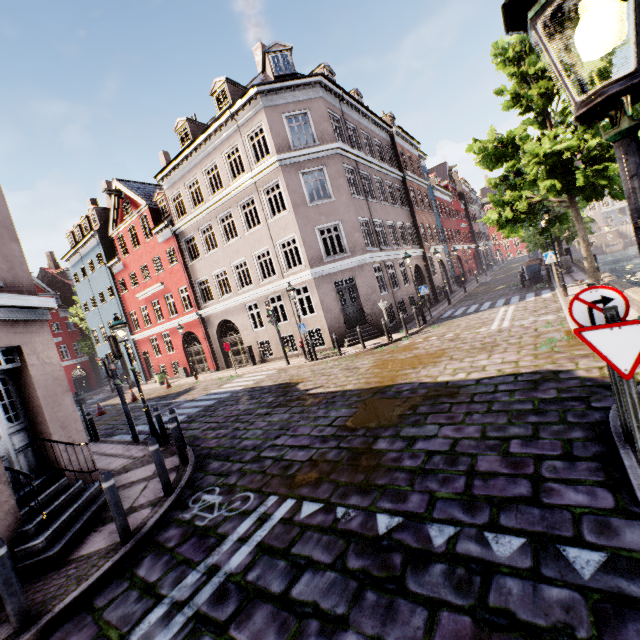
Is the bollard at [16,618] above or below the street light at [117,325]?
below

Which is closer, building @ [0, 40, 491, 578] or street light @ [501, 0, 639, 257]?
street light @ [501, 0, 639, 257]

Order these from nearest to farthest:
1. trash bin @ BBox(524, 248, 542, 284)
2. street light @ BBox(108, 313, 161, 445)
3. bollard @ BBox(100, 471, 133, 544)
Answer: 1. bollard @ BBox(100, 471, 133, 544)
2. street light @ BBox(108, 313, 161, 445)
3. trash bin @ BBox(524, 248, 542, 284)

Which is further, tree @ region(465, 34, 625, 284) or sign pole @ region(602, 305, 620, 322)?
tree @ region(465, 34, 625, 284)

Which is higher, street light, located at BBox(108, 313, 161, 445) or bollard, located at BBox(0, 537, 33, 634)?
street light, located at BBox(108, 313, 161, 445)

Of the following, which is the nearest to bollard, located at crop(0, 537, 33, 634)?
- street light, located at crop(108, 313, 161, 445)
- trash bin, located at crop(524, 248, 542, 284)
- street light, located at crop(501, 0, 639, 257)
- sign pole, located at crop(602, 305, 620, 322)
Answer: street light, located at crop(501, 0, 639, 257)

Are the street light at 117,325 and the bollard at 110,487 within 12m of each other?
yes

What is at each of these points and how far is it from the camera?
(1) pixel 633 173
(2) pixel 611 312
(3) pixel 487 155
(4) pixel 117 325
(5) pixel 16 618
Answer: (1) street light, 1.17m
(2) sign pole, 2.53m
(3) tree, 10.69m
(4) street light, 8.91m
(5) bollard, 3.66m
